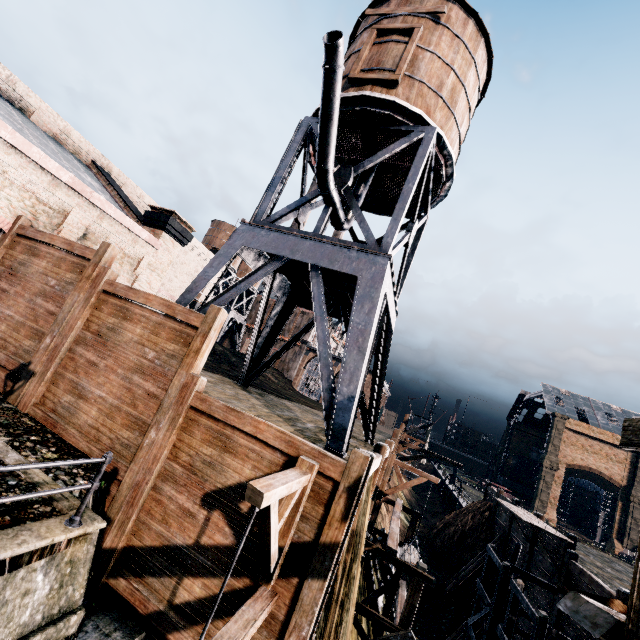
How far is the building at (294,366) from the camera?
57.6m

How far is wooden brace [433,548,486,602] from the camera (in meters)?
25.59

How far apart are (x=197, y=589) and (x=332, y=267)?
9.7m

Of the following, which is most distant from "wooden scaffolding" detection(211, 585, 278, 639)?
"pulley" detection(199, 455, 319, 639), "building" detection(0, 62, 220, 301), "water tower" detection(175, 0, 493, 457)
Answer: "building" detection(0, 62, 220, 301)

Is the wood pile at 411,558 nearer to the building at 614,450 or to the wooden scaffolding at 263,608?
the wooden scaffolding at 263,608

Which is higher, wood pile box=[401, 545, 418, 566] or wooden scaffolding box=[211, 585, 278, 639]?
wooden scaffolding box=[211, 585, 278, 639]

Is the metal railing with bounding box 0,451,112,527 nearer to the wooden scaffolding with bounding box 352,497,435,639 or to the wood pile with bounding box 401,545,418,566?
the wooden scaffolding with bounding box 352,497,435,639

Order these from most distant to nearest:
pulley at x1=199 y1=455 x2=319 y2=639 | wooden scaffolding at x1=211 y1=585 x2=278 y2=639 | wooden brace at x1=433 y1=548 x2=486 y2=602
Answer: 1. wooden brace at x1=433 y1=548 x2=486 y2=602
2. wooden scaffolding at x1=211 y1=585 x2=278 y2=639
3. pulley at x1=199 y1=455 x2=319 y2=639
